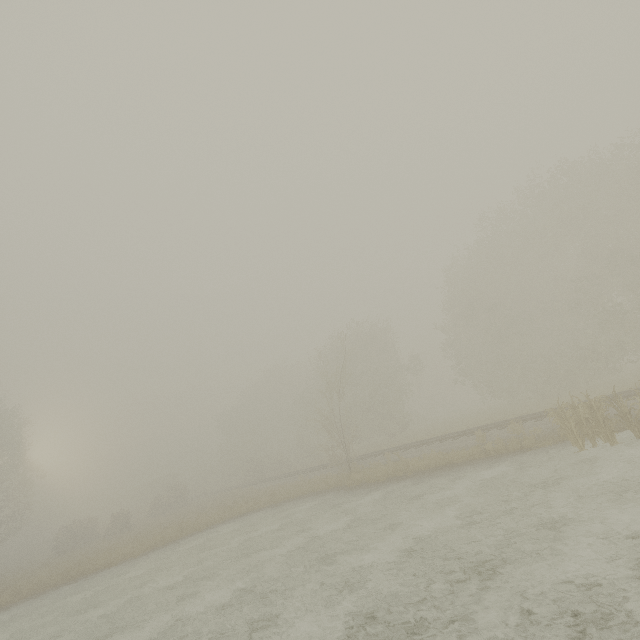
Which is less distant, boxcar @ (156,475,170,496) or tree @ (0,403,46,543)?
tree @ (0,403,46,543)

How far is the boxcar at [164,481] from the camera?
58.69m

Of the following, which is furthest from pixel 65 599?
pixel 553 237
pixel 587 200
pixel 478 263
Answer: pixel 587 200

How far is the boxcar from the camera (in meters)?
58.69

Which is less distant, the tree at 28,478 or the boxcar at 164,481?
the tree at 28,478
